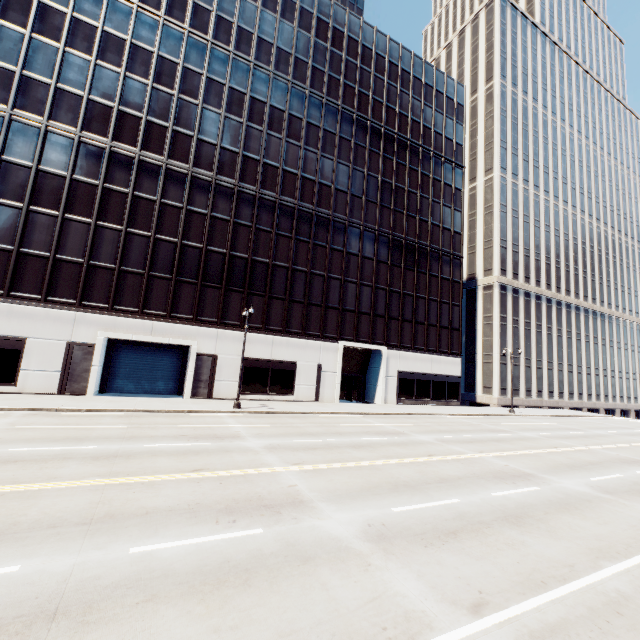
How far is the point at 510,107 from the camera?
54.3 meters
